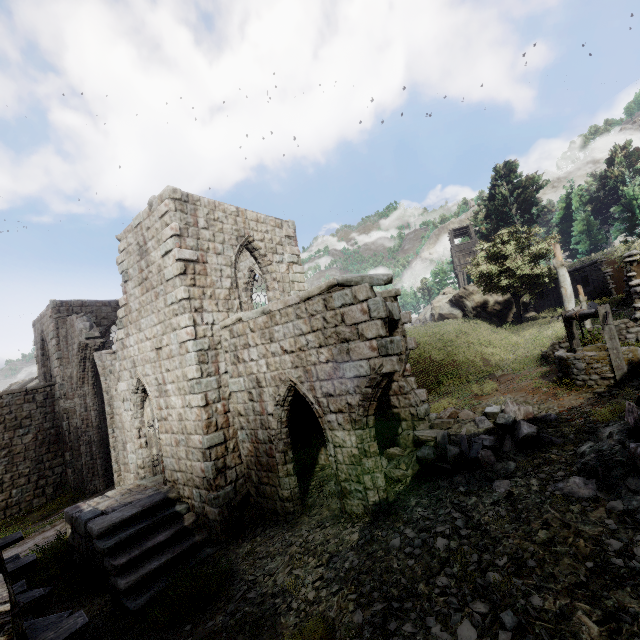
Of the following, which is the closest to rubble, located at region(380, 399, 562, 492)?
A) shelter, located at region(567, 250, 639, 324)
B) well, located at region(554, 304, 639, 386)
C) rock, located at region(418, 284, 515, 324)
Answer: well, located at region(554, 304, 639, 386)

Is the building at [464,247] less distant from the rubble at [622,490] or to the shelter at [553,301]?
the shelter at [553,301]

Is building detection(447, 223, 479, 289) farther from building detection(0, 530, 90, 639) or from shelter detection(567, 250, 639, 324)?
building detection(0, 530, 90, 639)

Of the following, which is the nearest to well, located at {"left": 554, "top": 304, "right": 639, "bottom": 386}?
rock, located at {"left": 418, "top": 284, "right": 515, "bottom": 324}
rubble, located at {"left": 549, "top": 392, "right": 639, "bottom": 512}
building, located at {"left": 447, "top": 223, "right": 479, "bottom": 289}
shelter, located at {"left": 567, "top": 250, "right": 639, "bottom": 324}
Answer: rubble, located at {"left": 549, "top": 392, "right": 639, "bottom": 512}

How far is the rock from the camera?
32.0 meters

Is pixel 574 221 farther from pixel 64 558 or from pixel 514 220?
pixel 64 558

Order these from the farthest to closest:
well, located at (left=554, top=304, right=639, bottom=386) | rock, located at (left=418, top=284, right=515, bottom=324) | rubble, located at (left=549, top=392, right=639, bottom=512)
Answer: rock, located at (left=418, top=284, right=515, bottom=324) → well, located at (left=554, top=304, right=639, bottom=386) → rubble, located at (left=549, top=392, right=639, bottom=512)

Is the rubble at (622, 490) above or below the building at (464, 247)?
below
